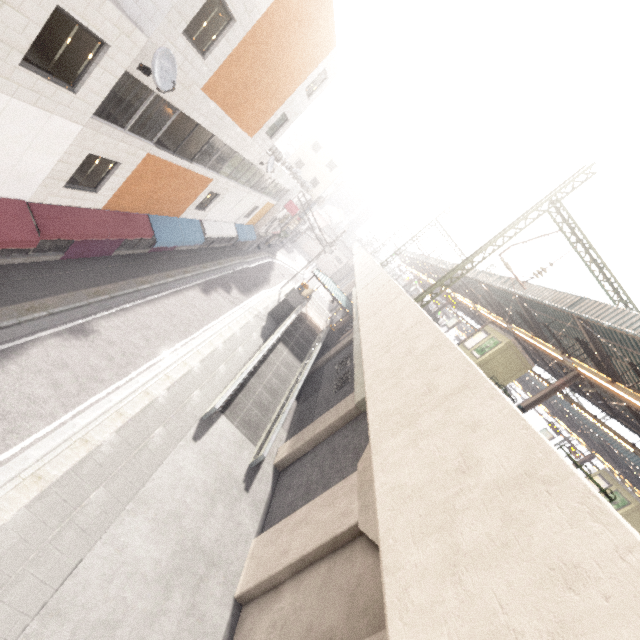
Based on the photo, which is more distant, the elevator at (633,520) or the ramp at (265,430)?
the elevator at (633,520)

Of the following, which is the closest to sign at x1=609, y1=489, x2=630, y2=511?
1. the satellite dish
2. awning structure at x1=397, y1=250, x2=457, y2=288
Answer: awning structure at x1=397, y1=250, x2=457, y2=288

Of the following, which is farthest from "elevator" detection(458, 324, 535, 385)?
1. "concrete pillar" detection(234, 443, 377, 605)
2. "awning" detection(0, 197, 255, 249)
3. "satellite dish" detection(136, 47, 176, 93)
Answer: "satellite dish" detection(136, 47, 176, 93)

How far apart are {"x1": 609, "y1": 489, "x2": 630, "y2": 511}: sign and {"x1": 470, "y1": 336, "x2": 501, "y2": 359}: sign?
15.0m

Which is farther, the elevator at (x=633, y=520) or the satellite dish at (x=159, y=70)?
the elevator at (x=633, y=520)

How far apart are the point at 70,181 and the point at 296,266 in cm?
4210

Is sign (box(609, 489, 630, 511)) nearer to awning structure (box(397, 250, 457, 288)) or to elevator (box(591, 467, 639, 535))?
elevator (box(591, 467, 639, 535))

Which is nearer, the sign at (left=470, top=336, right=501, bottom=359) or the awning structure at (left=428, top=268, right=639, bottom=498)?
the awning structure at (left=428, top=268, right=639, bottom=498)
